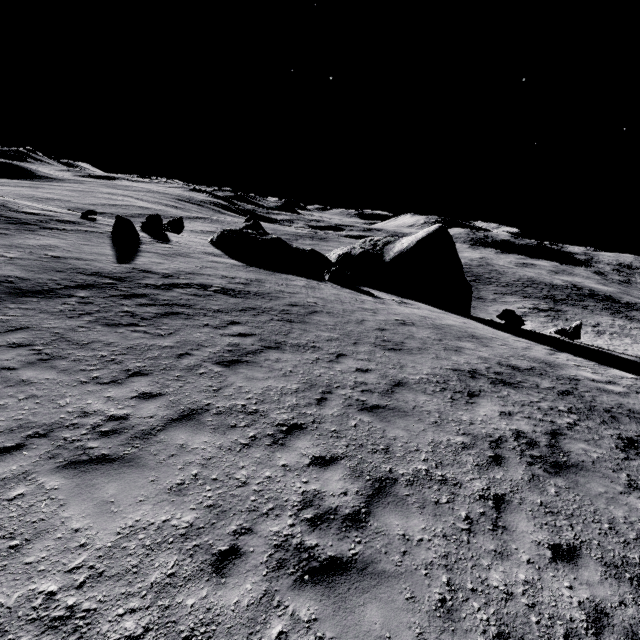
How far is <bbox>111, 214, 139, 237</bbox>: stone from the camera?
20.7m

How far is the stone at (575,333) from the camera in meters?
22.8

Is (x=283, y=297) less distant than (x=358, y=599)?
No

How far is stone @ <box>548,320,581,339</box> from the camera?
22.8m

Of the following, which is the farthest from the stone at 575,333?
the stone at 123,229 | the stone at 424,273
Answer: the stone at 123,229

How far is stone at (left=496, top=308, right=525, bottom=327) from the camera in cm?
2279

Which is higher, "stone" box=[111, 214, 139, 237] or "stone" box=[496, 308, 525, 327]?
"stone" box=[111, 214, 139, 237]

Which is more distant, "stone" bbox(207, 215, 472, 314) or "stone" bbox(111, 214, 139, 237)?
"stone" bbox(207, 215, 472, 314)
